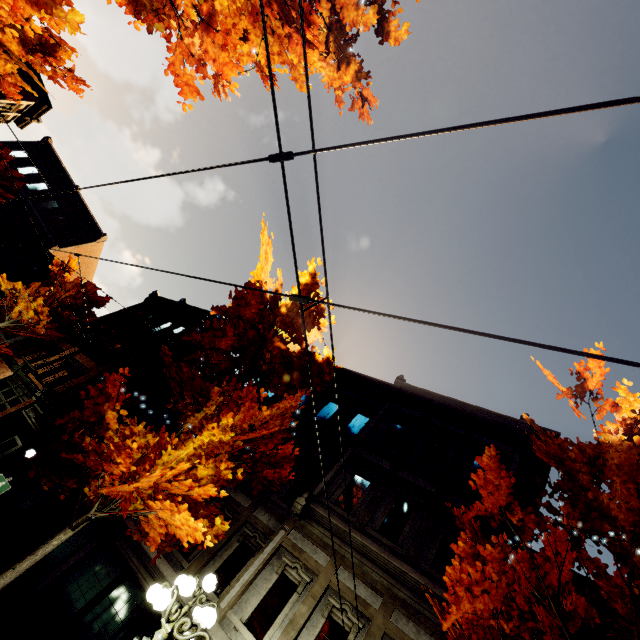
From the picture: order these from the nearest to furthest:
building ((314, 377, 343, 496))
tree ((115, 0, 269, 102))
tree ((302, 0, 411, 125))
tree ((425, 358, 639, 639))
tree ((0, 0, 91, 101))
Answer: tree ((425, 358, 639, 639))
tree ((0, 0, 91, 101))
tree ((115, 0, 269, 102))
tree ((302, 0, 411, 125))
building ((314, 377, 343, 496))

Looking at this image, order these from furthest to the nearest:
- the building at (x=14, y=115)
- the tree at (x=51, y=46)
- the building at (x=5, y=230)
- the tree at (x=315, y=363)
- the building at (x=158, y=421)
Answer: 1. the building at (x=14, y=115)
2. the building at (x=5, y=230)
3. the building at (x=158, y=421)
4. the tree at (x=315, y=363)
5. the tree at (x=51, y=46)

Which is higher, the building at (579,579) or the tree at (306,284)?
the building at (579,579)

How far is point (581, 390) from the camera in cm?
535

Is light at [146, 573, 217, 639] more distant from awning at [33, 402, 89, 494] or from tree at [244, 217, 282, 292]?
awning at [33, 402, 89, 494]

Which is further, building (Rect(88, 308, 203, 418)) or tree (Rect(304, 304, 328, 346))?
building (Rect(88, 308, 203, 418))

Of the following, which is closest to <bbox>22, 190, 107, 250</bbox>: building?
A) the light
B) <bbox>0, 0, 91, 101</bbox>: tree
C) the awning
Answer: the awning

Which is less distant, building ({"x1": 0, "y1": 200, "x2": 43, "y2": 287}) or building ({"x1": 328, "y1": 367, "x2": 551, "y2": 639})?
building ({"x1": 328, "y1": 367, "x2": 551, "y2": 639})
